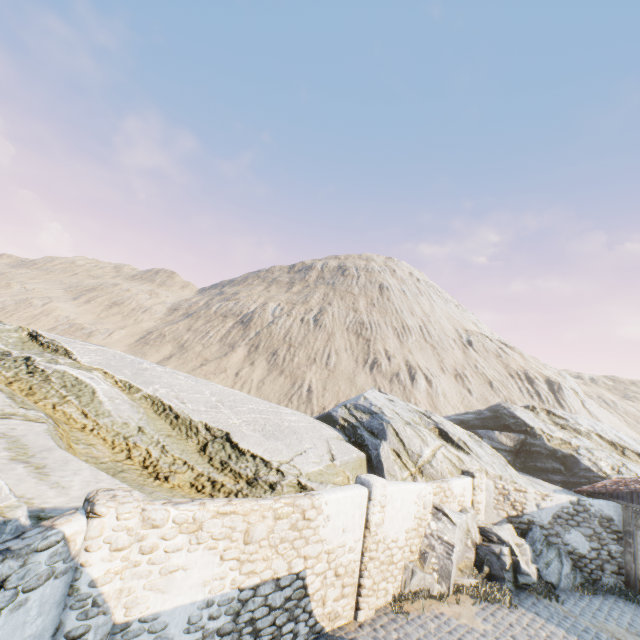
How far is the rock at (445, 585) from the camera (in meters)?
9.80

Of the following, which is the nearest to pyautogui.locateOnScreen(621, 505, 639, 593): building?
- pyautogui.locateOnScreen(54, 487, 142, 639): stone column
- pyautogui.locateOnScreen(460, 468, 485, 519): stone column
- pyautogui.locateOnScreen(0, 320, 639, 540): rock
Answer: pyautogui.locateOnScreen(0, 320, 639, 540): rock

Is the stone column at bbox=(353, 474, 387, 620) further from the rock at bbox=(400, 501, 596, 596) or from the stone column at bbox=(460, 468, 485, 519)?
→ the stone column at bbox=(460, 468, 485, 519)

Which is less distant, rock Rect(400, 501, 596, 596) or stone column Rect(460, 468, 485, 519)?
rock Rect(400, 501, 596, 596)

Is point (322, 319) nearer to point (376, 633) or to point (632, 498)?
point (632, 498)

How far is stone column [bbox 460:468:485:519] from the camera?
12.5 meters

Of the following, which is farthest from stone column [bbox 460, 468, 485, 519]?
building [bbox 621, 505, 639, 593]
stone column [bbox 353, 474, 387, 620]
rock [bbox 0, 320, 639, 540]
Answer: stone column [bbox 353, 474, 387, 620]

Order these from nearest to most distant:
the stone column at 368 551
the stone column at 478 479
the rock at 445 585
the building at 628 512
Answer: the stone column at 368 551
the rock at 445 585
the building at 628 512
the stone column at 478 479
